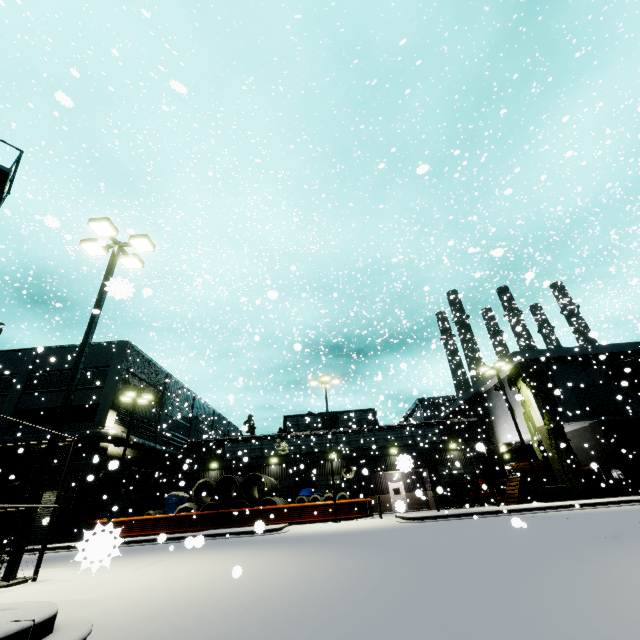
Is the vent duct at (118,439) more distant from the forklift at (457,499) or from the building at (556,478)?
the forklift at (457,499)

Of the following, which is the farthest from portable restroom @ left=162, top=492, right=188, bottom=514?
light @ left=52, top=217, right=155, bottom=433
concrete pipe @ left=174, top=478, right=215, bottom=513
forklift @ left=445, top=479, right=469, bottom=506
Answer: light @ left=52, top=217, right=155, bottom=433

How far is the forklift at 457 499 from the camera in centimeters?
2703cm

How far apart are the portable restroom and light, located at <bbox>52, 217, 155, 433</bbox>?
22.68m

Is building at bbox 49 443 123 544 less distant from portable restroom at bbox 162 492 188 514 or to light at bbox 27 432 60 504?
portable restroom at bbox 162 492 188 514

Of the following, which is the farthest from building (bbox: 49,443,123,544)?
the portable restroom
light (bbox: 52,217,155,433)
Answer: light (bbox: 52,217,155,433)

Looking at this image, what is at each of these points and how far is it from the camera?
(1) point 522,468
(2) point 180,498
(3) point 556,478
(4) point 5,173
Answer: (1) pallet, 24.6 meters
(2) portable restroom, 27.4 meters
(3) building, 29.4 meters
(4) silo, 10.4 meters
